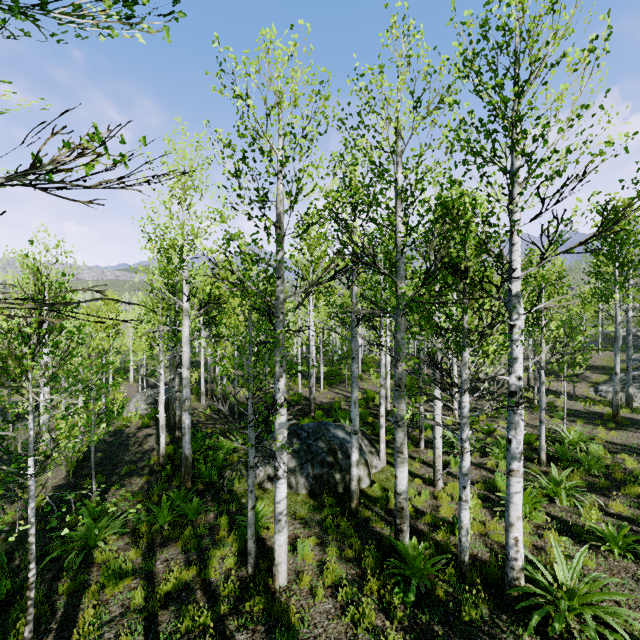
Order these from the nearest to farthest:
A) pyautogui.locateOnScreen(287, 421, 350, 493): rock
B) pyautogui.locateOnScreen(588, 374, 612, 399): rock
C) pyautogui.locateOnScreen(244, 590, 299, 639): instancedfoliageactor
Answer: pyautogui.locateOnScreen(244, 590, 299, 639): instancedfoliageactor
pyautogui.locateOnScreen(287, 421, 350, 493): rock
pyautogui.locateOnScreen(588, 374, 612, 399): rock

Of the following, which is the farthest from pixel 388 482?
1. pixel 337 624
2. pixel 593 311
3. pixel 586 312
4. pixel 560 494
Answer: pixel 586 312

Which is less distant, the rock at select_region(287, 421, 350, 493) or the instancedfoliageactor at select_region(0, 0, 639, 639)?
the instancedfoliageactor at select_region(0, 0, 639, 639)

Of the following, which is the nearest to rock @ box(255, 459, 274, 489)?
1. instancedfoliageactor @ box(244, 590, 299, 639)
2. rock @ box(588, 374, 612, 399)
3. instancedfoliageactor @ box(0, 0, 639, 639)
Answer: instancedfoliageactor @ box(244, 590, 299, 639)

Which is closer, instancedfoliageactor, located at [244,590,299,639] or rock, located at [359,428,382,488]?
instancedfoliageactor, located at [244,590,299,639]

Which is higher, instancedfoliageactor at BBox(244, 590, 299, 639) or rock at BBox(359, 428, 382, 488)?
rock at BBox(359, 428, 382, 488)

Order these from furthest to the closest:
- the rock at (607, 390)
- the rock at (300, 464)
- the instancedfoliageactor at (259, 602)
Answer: the rock at (607, 390), the rock at (300, 464), the instancedfoliageactor at (259, 602)

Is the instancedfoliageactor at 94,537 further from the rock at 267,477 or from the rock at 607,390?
the rock at 267,477
